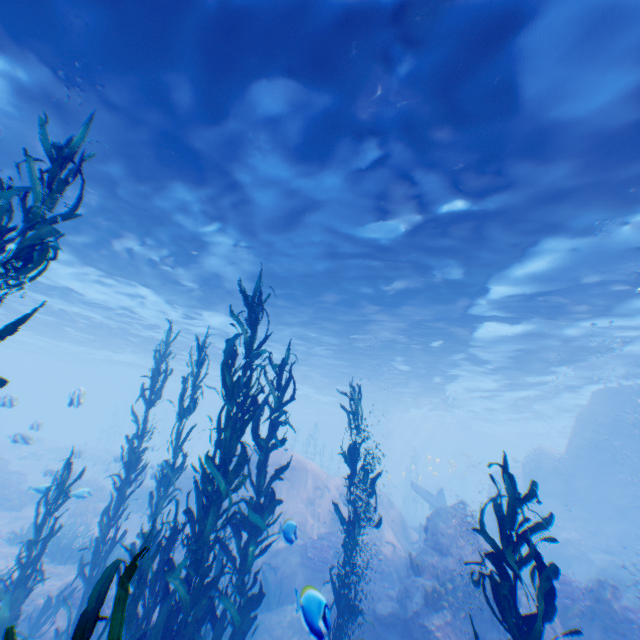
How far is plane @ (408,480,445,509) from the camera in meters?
23.3 m

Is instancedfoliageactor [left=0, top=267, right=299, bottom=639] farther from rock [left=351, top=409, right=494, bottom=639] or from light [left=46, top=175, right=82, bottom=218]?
light [left=46, top=175, right=82, bottom=218]

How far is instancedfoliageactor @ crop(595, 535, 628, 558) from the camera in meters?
18.4

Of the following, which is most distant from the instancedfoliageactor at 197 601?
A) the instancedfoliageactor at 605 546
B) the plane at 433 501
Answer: the instancedfoliageactor at 605 546

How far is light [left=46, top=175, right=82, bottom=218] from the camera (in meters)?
10.62

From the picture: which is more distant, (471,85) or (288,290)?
(288,290)

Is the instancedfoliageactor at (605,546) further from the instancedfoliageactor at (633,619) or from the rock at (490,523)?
the instancedfoliageactor at (633,619)

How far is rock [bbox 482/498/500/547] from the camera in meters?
19.2
